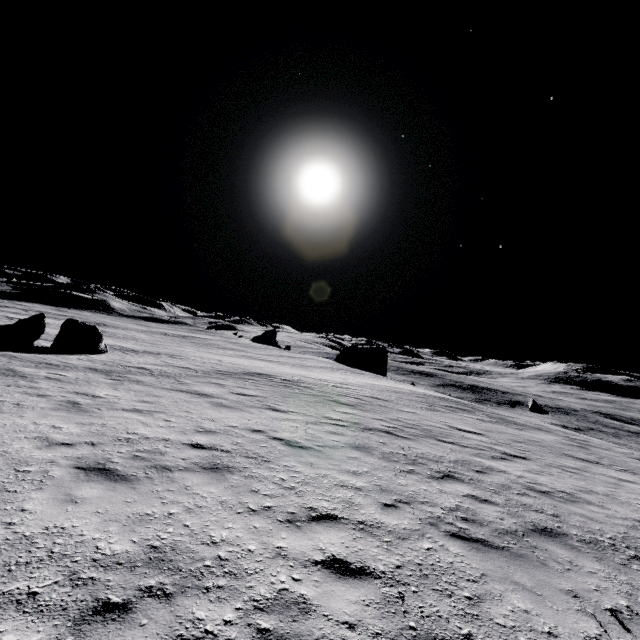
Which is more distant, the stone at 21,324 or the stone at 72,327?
the stone at 72,327

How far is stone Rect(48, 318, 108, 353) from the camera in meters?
20.2 m

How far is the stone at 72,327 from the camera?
20.2m

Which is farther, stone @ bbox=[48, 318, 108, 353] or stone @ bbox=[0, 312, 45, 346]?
stone @ bbox=[48, 318, 108, 353]

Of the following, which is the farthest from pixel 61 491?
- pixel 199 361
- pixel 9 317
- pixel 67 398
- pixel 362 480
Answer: pixel 9 317
